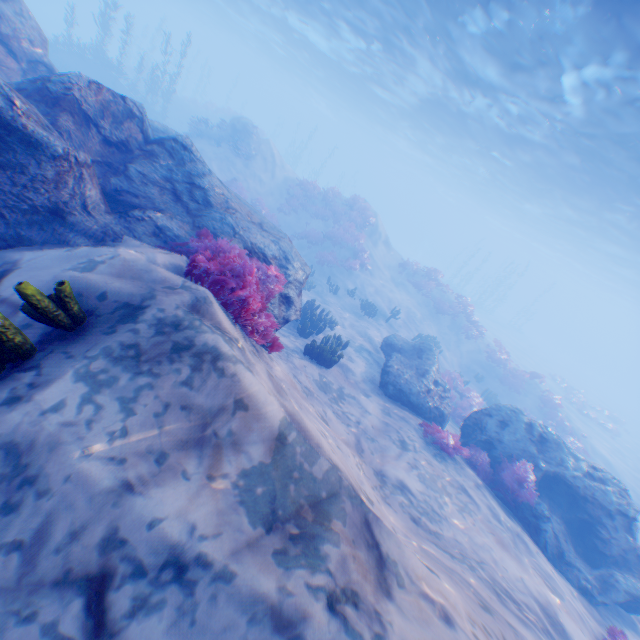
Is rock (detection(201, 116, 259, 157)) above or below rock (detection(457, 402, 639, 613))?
above

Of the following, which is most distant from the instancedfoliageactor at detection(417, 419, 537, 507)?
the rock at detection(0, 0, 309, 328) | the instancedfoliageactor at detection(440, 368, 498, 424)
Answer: the instancedfoliageactor at detection(440, 368, 498, 424)

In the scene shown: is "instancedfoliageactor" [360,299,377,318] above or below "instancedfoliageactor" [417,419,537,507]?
below

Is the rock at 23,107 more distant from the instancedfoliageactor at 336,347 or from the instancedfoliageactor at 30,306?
the instancedfoliageactor at 30,306

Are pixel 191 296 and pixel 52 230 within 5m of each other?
yes

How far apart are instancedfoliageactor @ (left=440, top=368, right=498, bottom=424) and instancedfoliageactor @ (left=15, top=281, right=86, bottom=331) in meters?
15.6 m

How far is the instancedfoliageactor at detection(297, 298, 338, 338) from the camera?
11.8 meters
